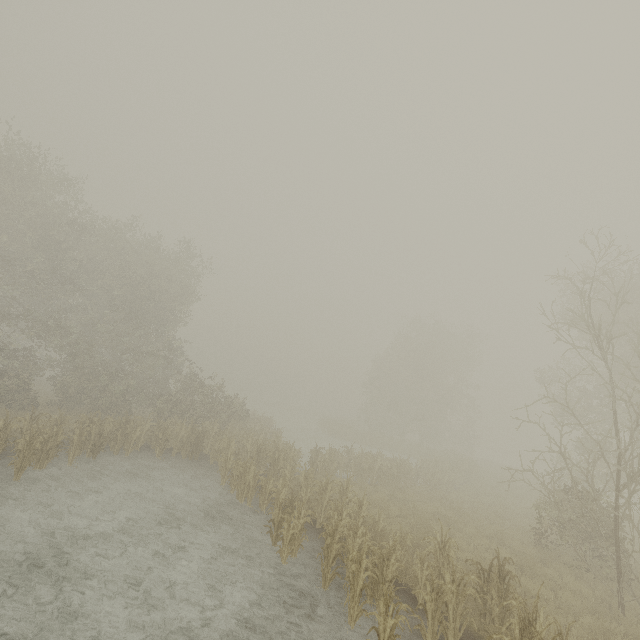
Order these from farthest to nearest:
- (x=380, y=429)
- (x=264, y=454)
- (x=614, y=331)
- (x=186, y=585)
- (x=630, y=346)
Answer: (x=380, y=429) → (x=630, y=346) → (x=614, y=331) → (x=264, y=454) → (x=186, y=585)
